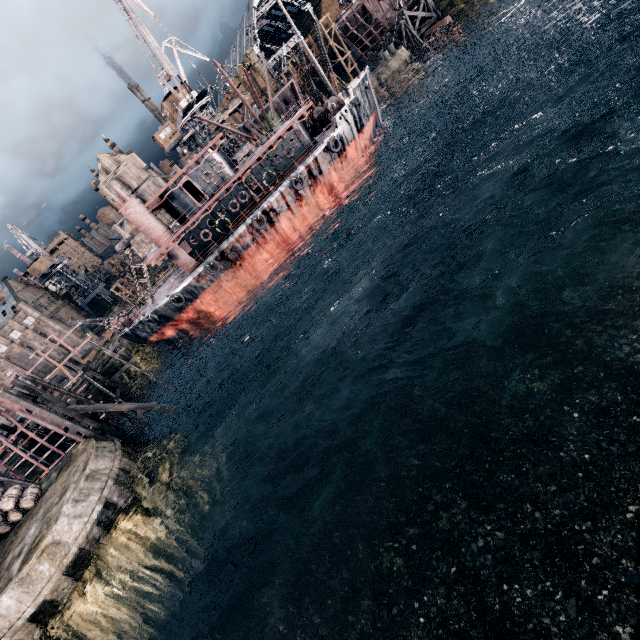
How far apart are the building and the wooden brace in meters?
43.6 m

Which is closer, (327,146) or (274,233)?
(327,146)

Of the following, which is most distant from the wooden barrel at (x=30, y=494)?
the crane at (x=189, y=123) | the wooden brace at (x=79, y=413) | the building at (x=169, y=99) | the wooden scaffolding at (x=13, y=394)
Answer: the building at (x=169, y=99)

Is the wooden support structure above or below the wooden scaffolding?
below

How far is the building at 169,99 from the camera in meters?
48.0

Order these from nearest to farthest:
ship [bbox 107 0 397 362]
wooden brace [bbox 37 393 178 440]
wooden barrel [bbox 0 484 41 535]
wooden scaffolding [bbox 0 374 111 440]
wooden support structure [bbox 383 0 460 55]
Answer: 1. wooden barrel [bbox 0 484 41 535]
2. wooden scaffolding [bbox 0 374 111 440]
3. wooden brace [bbox 37 393 178 440]
4. ship [bbox 107 0 397 362]
5. wooden support structure [bbox 383 0 460 55]

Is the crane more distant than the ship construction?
No

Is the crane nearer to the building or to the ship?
the building
